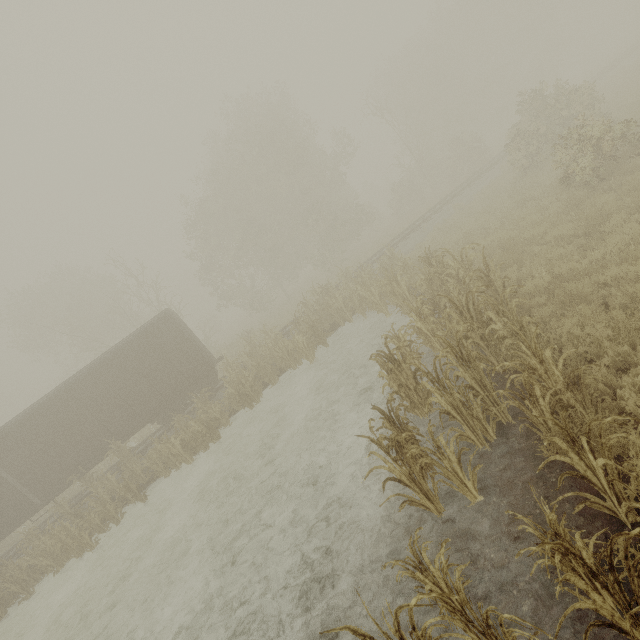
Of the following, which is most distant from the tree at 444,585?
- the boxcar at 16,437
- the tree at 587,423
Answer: the boxcar at 16,437

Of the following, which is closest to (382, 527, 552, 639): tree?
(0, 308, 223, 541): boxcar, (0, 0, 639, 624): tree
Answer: (0, 0, 639, 624): tree

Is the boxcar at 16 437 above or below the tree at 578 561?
above

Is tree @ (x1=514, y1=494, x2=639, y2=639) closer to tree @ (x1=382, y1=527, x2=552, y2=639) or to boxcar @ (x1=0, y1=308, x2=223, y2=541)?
tree @ (x1=382, y1=527, x2=552, y2=639)

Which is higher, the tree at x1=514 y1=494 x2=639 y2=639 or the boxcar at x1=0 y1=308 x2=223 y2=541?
the boxcar at x1=0 y1=308 x2=223 y2=541

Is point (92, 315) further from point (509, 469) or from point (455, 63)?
point (455, 63)
